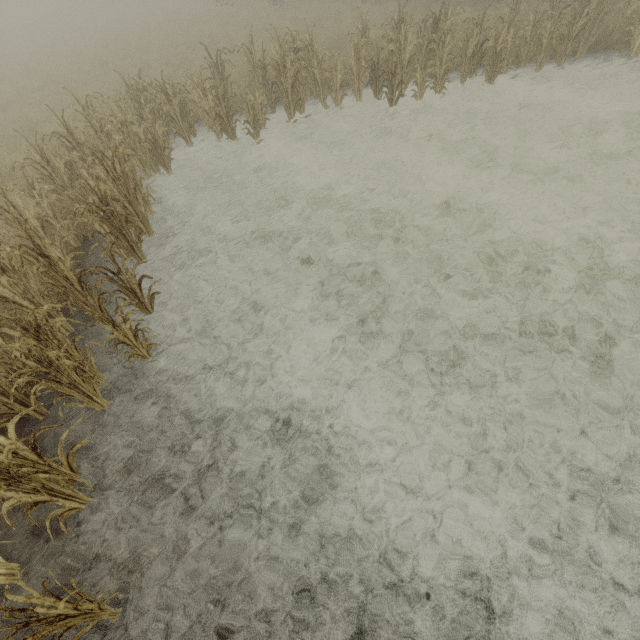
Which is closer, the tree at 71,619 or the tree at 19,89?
the tree at 71,619

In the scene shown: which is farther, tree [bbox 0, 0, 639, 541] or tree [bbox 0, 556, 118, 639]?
tree [bbox 0, 0, 639, 541]

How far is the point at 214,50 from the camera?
15.83m
